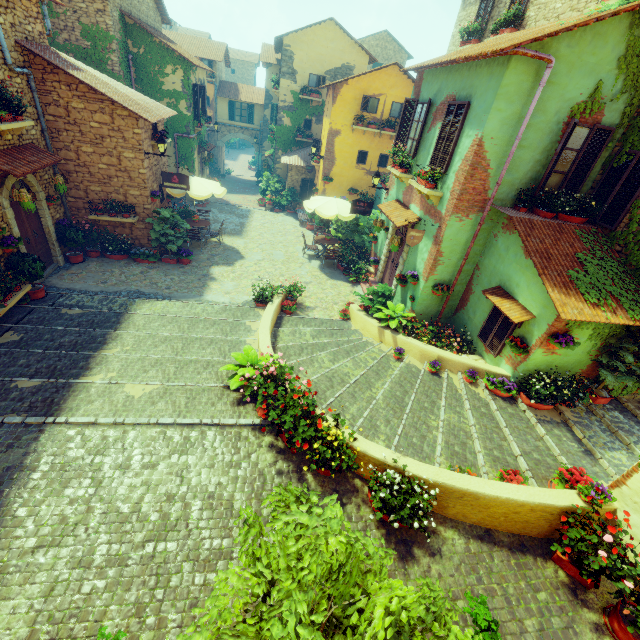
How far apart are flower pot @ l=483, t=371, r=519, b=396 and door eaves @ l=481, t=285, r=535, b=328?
1.2m

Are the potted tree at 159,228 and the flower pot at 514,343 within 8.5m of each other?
no

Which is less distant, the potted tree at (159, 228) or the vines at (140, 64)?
the potted tree at (159, 228)

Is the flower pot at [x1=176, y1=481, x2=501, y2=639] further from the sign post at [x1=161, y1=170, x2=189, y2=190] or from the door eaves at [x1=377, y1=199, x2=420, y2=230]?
the sign post at [x1=161, y1=170, x2=189, y2=190]

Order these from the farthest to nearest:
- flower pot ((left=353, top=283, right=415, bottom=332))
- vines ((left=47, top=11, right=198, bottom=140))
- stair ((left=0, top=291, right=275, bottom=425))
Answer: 1. vines ((left=47, top=11, right=198, bottom=140))
2. flower pot ((left=353, top=283, right=415, bottom=332))
3. stair ((left=0, top=291, right=275, bottom=425))

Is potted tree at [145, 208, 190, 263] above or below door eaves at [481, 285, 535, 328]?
below

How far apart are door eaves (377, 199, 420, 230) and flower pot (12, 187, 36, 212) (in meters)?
10.09

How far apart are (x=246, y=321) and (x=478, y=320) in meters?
6.8 m
